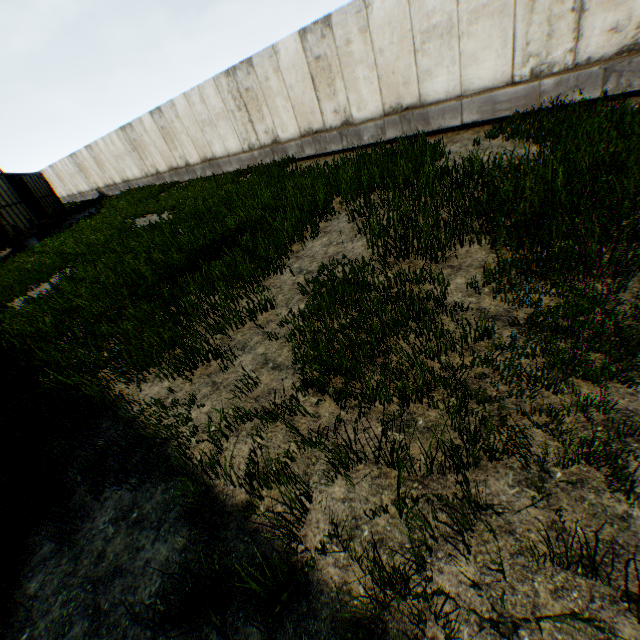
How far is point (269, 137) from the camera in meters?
13.6 m
